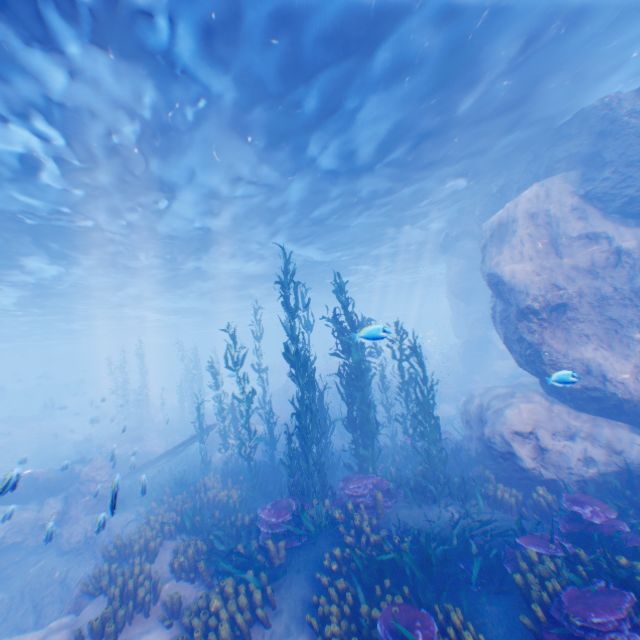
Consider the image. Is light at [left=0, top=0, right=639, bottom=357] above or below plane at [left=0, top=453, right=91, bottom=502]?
above

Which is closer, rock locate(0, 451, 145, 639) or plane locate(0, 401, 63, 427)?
rock locate(0, 451, 145, 639)

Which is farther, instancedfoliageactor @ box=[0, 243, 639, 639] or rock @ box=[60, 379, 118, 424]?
rock @ box=[60, 379, 118, 424]

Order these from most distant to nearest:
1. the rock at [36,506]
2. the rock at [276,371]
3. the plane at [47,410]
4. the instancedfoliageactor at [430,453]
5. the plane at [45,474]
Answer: the plane at [47,410] < the rock at [276,371] < the rock at [36,506] < the plane at [45,474] < the instancedfoliageactor at [430,453]

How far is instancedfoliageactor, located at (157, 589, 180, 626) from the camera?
6.59m

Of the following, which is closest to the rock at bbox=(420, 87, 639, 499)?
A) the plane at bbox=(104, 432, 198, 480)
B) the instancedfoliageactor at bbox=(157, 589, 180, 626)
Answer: the plane at bbox=(104, 432, 198, 480)

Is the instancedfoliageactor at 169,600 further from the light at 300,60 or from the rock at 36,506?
the light at 300,60

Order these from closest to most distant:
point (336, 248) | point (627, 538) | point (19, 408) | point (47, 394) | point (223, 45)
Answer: point (627, 538), point (223, 45), point (336, 248), point (19, 408), point (47, 394)
